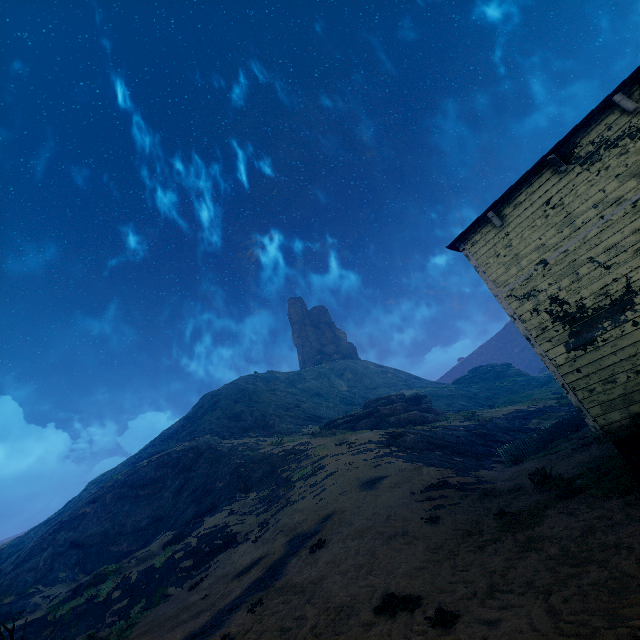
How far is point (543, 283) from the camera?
8.13m

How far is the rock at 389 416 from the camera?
31.4m

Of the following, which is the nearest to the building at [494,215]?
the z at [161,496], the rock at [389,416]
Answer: the z at [161,496]

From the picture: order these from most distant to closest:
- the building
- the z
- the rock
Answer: the rock < the building < the z

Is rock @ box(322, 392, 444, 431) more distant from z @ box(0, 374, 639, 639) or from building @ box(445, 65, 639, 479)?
building @ box(445, 65, 639, 479)

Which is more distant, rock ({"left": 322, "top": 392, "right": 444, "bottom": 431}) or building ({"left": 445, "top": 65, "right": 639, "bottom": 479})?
rock ({"left": 322, "top": 392, "right": 444, "bottom": 431})

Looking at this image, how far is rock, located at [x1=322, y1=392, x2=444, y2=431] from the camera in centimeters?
3138cm
